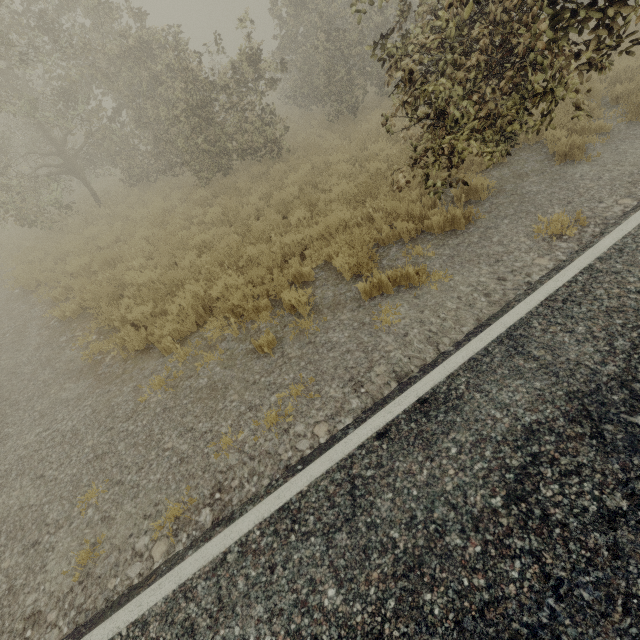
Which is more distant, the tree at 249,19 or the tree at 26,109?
the tree at 249,19

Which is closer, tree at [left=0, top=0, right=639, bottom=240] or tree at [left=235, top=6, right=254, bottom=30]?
tree at [left=0, top=0, right=639, bottom=240]

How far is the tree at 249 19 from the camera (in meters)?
9.23

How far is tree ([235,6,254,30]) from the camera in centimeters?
923cm

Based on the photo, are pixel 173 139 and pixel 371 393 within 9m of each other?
no
